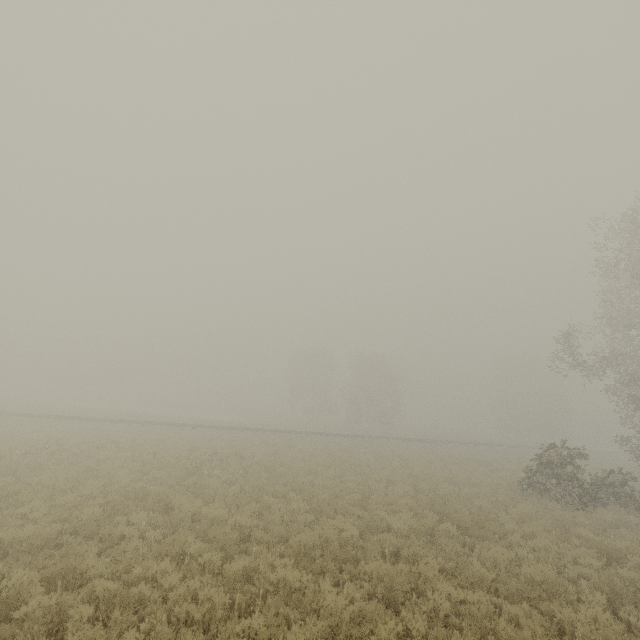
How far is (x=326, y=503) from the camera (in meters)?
11.88
